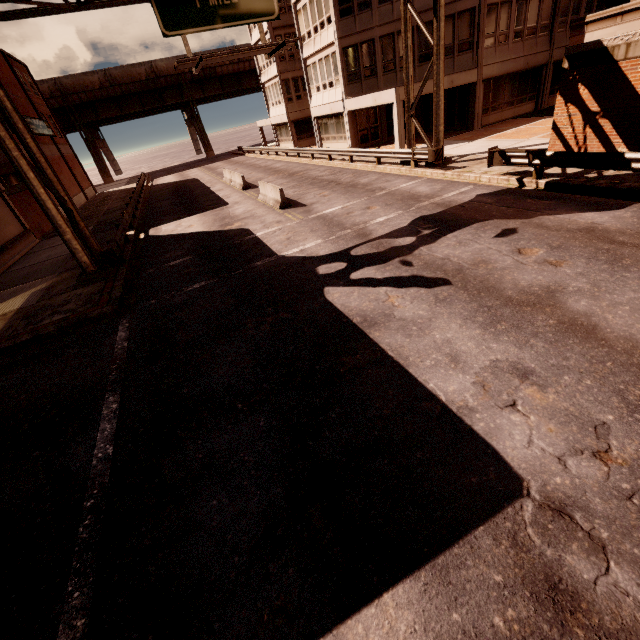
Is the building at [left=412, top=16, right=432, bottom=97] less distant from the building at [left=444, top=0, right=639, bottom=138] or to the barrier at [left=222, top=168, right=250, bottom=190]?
the building at [left=444, top=0, right=639, bottom=138]

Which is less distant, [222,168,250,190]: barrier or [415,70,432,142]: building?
[415,70,432,142]: building

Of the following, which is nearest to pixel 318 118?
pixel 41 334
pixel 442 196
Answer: pixel 442 196

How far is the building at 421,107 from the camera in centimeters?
2122cm

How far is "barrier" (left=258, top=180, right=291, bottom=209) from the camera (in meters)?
16.06

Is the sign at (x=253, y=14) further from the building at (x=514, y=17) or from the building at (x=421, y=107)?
the building at (x=514, y=17)

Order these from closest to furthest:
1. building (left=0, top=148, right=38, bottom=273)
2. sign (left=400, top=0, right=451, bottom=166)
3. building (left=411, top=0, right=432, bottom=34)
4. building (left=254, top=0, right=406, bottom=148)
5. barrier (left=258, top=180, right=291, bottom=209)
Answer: sign (left=400, top=0, right=451, bottom=166), barrier (left=258, top=180, right=291, bottom=209), building (left=0, top=148, right=38, bottom=273), building (left=411, top=0, right=432, bottom=34), building (left=254, top=0, right=406, bottom=148)

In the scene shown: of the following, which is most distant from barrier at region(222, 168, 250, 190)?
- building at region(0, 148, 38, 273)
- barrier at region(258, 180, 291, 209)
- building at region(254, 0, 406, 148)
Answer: building at region(0, 148, 38, 273)
